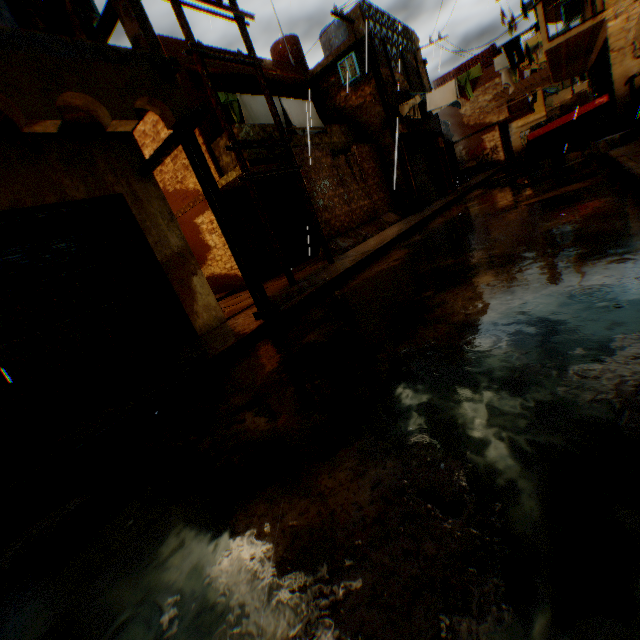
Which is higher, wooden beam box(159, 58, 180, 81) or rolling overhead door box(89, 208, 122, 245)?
wooden beam box(159, 58, 180, 81)

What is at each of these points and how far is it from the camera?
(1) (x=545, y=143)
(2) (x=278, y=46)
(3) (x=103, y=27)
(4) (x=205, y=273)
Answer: (1) cart, 11.9 meters
(2) water tank, 15.8 meters
(3) wooden beam, 4.9 meters
(4) building, 12.3 meters

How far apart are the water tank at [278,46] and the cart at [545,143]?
11.2 meters

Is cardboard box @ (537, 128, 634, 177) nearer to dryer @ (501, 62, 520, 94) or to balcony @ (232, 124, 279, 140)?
balcony @ (232, 124, 279, 140)

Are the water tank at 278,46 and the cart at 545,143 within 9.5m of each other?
no

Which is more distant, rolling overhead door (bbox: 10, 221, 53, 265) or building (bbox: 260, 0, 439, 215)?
building (bbox: 260, 0, 439, 215)

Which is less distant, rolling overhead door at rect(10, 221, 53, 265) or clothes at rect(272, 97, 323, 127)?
rolling overhead door at rect(10, 221, 53, 265)
